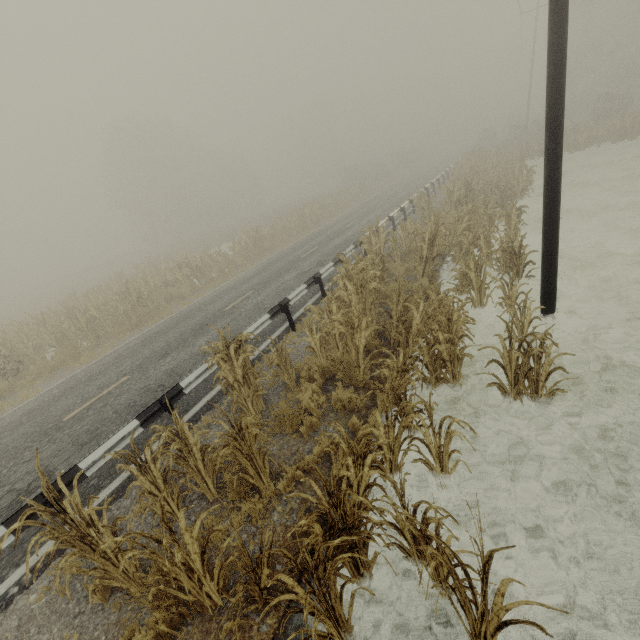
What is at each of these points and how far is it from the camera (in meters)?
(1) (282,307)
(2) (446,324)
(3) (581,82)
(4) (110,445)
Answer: (1) guardrail, 9.02
(2) tree, 5.52
(3) tree, 48.91
(4) guardrail, 5.35

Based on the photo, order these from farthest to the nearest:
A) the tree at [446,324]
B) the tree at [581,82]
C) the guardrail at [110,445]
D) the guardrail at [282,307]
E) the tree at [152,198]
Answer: the tree at [581,82] < the tree at [152,198] < the guardrail at [282,307] < the guardrail at [110,445] < the tree at [446,324]

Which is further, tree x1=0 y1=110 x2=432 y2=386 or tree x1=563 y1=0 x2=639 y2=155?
tree x1=563 y1=0 x2=639 y2=155

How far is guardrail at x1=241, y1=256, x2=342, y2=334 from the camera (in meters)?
8.38

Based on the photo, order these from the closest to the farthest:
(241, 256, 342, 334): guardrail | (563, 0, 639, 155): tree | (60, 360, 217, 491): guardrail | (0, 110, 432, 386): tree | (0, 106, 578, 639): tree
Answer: (0, 106, 578, 639): tree, (60, 360, 217, 491): guardrail, (241, 256, 342, 334): guardrail, (0, 110, 432, 386): tree, (563, 0, 639, 155): tree

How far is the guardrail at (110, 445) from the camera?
5.0 meters

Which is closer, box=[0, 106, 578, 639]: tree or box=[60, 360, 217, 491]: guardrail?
box=[0, 106, 578, 639]: tree
